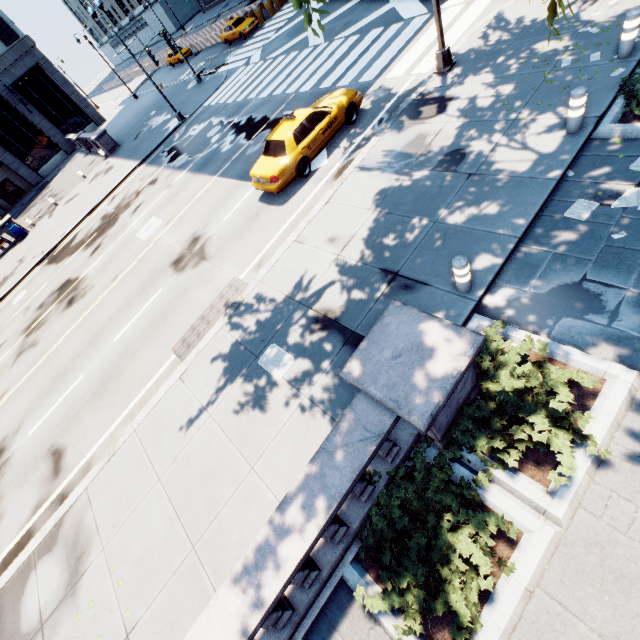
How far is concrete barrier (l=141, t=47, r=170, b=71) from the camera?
47.4 meters

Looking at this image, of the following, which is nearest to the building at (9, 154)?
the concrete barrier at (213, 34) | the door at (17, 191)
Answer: the door at (17, 191)

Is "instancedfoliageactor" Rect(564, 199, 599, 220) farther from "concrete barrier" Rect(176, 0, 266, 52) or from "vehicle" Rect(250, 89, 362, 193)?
"concrete barrier" Rect(176, 0, 266, 52)

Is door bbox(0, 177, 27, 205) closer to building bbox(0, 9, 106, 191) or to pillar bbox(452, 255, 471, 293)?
building bbox(0, 9, 106, 191)

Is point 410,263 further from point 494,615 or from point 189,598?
point 189,598

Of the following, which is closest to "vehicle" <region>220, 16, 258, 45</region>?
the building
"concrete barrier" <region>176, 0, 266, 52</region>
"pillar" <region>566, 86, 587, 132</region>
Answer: "concrete barrier" <region>176, 0, 266, 52</region>

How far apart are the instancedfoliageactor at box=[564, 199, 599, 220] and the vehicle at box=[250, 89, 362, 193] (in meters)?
8.06

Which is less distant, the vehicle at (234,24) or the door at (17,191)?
the vehicle at (234,24)
